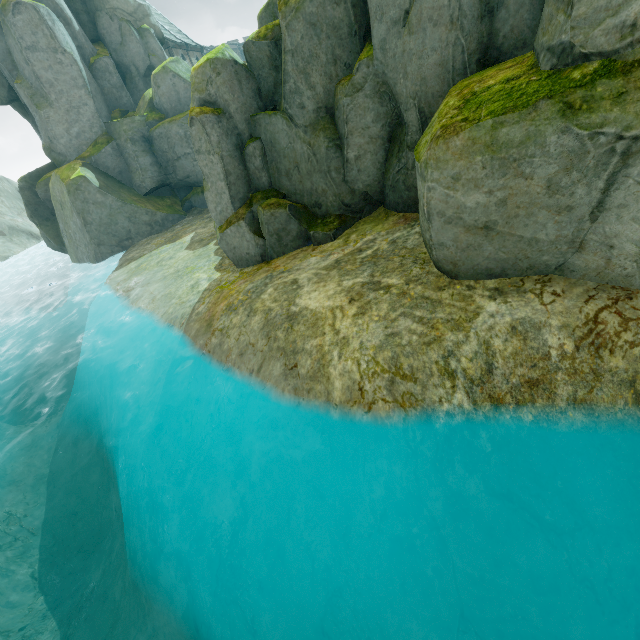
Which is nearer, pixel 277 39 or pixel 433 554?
pixel 433 554

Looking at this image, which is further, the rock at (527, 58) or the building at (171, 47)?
the building at (171, 47)

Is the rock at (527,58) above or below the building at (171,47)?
below

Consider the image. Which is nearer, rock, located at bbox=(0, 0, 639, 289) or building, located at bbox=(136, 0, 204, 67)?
rock, located at bbox=(0, 0, 639, 289)

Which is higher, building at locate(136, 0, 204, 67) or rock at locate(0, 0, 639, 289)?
building at locate(136, 0, 204, 67)
